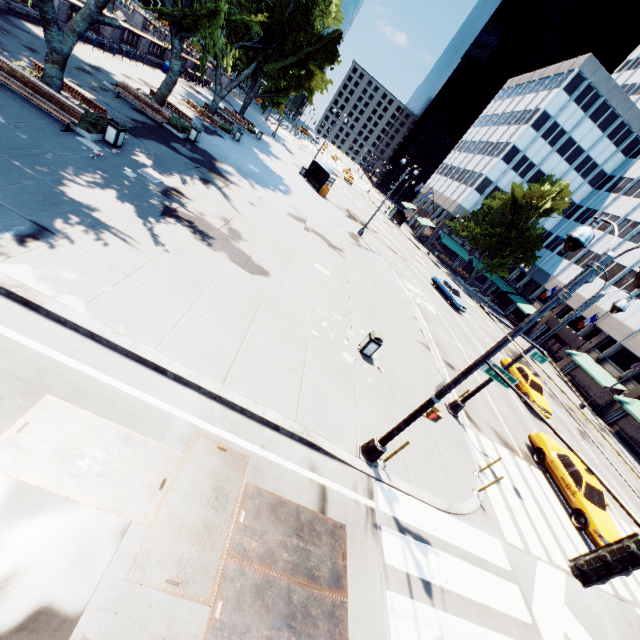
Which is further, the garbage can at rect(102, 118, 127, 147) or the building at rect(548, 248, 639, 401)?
the building at rect(548, 248, 639, 401)

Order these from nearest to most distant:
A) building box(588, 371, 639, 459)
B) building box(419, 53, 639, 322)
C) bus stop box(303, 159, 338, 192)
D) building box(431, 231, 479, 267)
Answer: building box(588, 371, 639, 459) < bus stop box(303, 159, 338, 192) < building box(419, 53, 639, 322) < building box(431, 231, 479, 267)

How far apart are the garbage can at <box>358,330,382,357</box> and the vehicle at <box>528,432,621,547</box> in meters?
10.1

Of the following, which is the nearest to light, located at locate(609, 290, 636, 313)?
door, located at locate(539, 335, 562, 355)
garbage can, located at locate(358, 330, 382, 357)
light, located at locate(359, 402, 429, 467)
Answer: garbage can, located at locate(358, 330, 382, 357)

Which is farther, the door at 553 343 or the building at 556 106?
the building at 556 106

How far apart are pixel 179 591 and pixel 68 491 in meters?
2.1

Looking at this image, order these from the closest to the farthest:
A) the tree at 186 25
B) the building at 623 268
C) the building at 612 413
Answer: the tree at 186 25 < the building at 612 413 < the building at 623 268

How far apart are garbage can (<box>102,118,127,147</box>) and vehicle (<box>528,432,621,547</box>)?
23.19m
